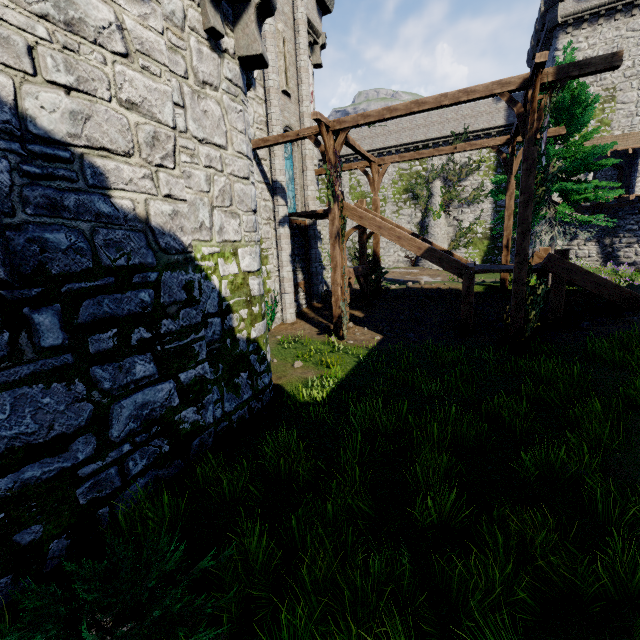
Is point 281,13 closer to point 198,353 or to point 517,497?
point 198,353

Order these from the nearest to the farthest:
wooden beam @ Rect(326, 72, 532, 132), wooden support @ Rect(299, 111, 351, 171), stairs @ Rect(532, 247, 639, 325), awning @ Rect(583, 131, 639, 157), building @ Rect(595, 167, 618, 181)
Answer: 1. wooden beam @ Rect(326, 72, 532, 132)
2. stairs @ Rect(532, 247, 639, 325)
3. wooden support @ Rect(299, 111, 351, 171)
4. awning @ Rect(583, 131, 639, 157)
5. building @ Rect(595, 167, 618, 181)

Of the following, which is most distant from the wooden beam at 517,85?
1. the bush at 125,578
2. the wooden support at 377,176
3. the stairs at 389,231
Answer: the bush at 125,578

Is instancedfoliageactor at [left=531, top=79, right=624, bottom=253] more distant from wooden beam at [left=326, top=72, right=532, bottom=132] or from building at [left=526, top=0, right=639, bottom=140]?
building at [left=526, top=0, right=639, bottom=140]

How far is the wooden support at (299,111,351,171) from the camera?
10.6 meters

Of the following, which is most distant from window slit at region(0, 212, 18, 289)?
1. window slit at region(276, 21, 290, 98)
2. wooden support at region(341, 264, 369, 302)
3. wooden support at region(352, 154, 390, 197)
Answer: wooden support at region(352, 154, 390, 197)

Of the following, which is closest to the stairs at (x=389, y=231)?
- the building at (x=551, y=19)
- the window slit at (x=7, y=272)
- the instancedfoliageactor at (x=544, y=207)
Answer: the instancedfoliageactor at (x=544, y=207)

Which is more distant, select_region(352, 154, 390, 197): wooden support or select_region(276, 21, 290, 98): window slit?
select_region(352, 154, 390, 197): wooden support
